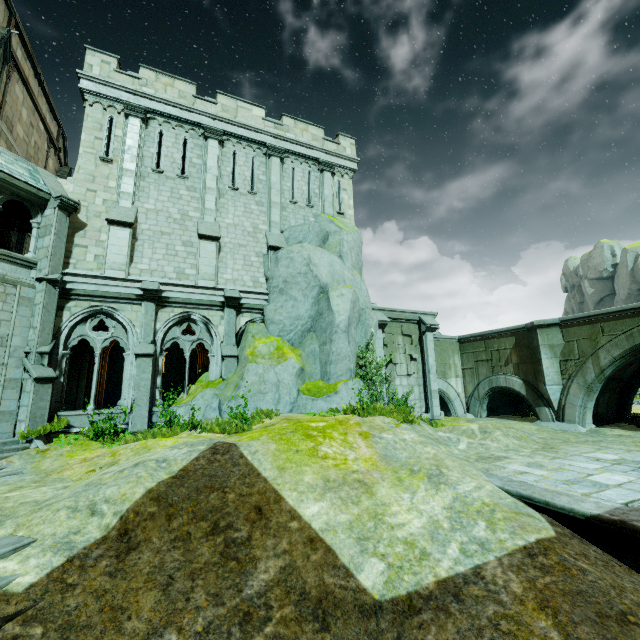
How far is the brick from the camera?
14.1m

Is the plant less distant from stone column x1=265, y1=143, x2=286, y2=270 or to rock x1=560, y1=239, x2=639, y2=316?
stone column x1=265, y1=143, x2=286, y2=270

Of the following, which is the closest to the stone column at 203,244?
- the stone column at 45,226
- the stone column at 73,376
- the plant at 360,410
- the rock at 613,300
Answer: the stone column at 45,226

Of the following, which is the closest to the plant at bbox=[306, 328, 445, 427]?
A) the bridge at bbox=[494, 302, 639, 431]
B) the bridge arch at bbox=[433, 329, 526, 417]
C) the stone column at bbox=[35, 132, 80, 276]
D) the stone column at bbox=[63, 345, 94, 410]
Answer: the bridge arch at bbox=[433, 329, 526, 417]

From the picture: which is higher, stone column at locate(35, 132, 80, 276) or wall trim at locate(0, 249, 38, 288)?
stone column at locate(35, 132, 80, 276)

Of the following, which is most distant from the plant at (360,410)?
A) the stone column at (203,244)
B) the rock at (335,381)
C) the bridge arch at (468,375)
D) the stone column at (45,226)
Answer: the stone column at (45,226)

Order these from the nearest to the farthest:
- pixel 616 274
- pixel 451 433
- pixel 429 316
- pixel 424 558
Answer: pixel 424 558 < pixel 451 433 < pixel 429 316 < pixel 616 274

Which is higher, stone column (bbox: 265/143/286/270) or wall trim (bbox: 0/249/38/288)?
stone column (bbox: 265/143/286/270)
